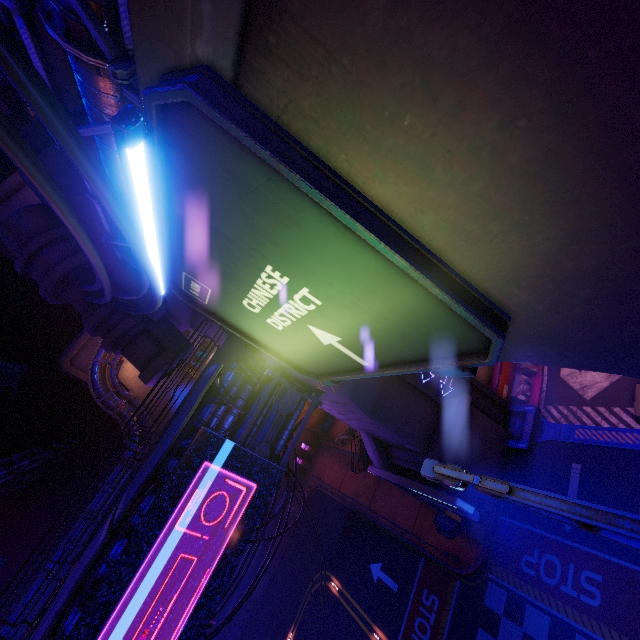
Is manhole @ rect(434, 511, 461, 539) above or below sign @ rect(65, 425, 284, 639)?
below

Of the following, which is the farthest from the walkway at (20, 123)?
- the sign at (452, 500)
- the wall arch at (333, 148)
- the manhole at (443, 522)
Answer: the manhole at (443, 522)

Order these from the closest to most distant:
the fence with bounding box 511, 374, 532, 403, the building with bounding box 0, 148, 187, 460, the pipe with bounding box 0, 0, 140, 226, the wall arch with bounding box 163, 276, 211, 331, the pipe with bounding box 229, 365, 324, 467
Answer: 1. the pipe with bounding box 0, 0, 140, 226
2. the wall arch with bounding box 163, 276, 211, 331
3. the building with bounding box 0, 148, 187, 460
4. the pipe with bounding box 229, 365, 324, 467
5. the fence with bounding box 511, 374, 532, 403

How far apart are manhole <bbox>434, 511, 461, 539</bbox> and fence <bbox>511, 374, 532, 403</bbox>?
6.46m

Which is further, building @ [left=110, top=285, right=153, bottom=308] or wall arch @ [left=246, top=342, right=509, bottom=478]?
wall arch @ [left=246, top=342, right=509, bottom=478]

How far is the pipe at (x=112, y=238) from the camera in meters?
8.9 m

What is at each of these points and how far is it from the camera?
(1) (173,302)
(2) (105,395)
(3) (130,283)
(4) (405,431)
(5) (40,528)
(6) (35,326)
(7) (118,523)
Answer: (1) wall arch, 12.50m
(2) pipe, 32.31m
(3) building, 13.35m
(4) wall arch, 15.84m
(5) building, 35.41m
(6) building, 54.22m
(7) awning, 6.91m

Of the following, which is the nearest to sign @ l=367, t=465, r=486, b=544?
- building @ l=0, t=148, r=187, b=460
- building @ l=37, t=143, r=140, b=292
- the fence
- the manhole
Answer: the manhole
